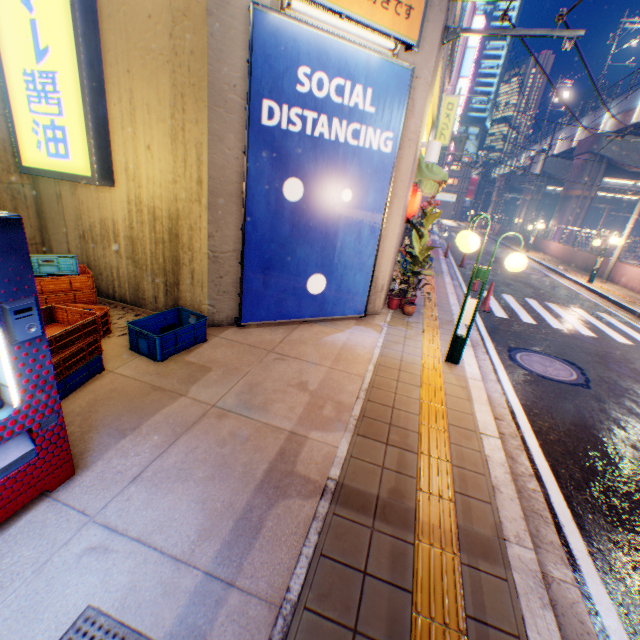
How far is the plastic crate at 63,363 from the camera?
3.39m

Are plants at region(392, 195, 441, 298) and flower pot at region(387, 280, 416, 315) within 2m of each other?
yes

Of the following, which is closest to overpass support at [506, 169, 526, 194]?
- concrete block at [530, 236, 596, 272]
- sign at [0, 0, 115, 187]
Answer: concrete block at [530, 236, 596, 272]

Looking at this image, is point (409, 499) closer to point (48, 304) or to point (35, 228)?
point (48, 304)

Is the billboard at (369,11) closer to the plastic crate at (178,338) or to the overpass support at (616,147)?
the plastic crate at (178,338)

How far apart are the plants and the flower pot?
0.03m

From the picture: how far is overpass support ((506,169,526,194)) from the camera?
56.0 meters

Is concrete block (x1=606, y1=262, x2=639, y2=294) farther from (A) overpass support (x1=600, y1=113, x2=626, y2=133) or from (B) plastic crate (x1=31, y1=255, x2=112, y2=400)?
(B) plastic crate (x1=31, y1=255, x2=112, y2=400)
